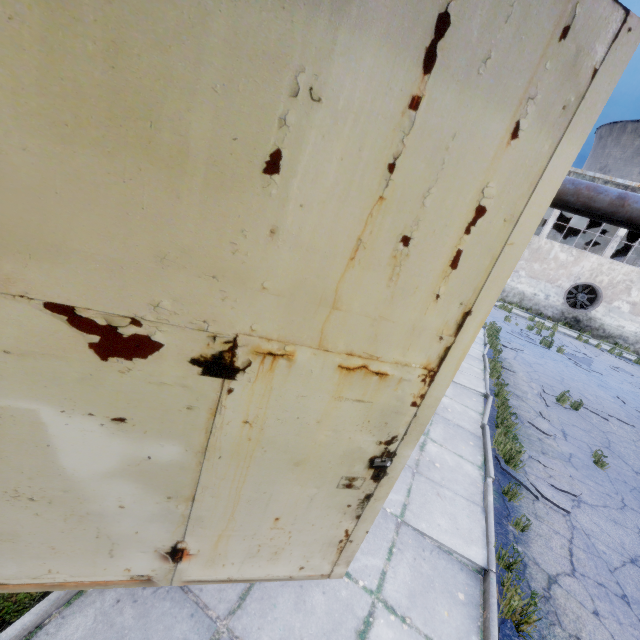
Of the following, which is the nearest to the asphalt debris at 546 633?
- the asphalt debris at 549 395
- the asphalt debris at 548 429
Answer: the asphalt debris at 548 429

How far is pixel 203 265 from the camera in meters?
1.4 m

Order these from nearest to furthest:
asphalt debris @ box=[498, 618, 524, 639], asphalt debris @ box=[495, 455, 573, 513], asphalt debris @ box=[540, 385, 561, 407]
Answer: asphalt debris @ box=[498, 618, 524, 639] → asphalt debris @ box=[495, 455, 573, 513] → asphalt debris @ box=[540, 385, 561, 407]

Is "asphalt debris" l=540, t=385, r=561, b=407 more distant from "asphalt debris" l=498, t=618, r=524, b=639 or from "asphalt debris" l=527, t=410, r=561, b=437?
"asphalt debris" l=498, t=618, r=524, b=639

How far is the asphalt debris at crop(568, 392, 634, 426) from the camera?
9.4m

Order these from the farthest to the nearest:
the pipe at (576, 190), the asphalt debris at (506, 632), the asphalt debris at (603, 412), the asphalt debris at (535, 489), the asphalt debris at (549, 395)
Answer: the asphalt debris at (603, 412), the asphalt debris at (549, 395), the pipe at (576, 190), the asphalt debris at (535, 489), the asphalt debris at (506, 632)

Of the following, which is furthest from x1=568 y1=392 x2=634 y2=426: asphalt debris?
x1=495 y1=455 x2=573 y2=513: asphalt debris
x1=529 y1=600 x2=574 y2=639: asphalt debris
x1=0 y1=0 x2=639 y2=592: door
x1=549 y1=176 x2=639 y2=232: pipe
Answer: x1=0 y1=0 x2=639 y2=592: door

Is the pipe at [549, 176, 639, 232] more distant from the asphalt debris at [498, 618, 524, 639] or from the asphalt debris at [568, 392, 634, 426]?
the asphalt debris at [498, 618, 524, 639]
